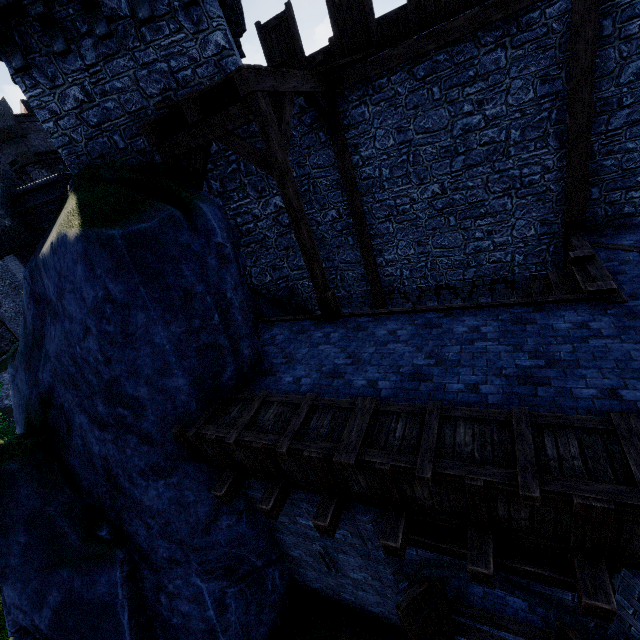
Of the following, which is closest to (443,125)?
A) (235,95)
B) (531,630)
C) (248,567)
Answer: (235,95)

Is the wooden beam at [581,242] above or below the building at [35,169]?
below

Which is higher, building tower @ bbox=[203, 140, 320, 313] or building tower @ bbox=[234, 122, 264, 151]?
building tower @ bbox=[234, 122, 264, 151]

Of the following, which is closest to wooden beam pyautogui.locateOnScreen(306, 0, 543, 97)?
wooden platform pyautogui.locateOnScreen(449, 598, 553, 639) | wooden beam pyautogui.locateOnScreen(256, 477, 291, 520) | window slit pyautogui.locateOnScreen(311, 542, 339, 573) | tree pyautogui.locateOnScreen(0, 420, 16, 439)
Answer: wooden beam pyautogui.locateOnScreen(256, 477, 291, 520)

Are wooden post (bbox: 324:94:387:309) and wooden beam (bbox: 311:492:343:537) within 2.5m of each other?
no

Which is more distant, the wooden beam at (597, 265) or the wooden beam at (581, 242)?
the wooden beam at (581, 242)

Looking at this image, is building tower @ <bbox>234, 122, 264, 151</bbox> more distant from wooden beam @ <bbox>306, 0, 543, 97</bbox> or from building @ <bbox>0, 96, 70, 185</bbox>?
building @ <bbox>0, 96, 70, 185</bbox>

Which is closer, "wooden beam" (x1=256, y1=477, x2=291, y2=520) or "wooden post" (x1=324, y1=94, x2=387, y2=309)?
"wooden beam" (x1=256, y1=477, x2=291, y2=520)
